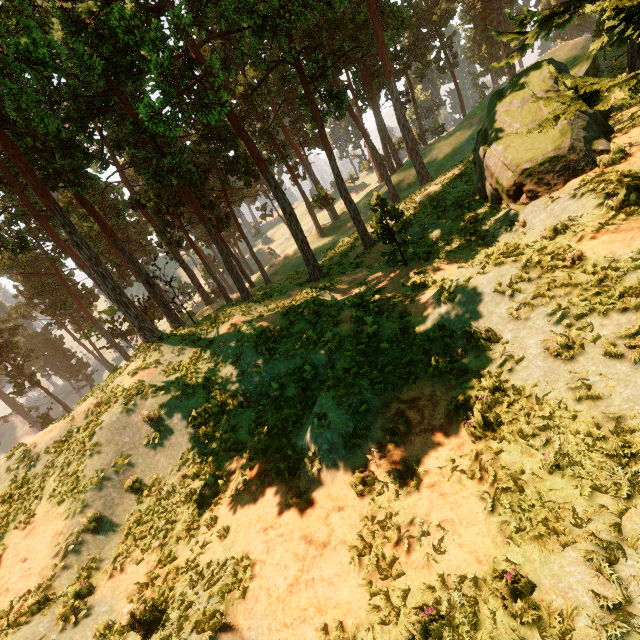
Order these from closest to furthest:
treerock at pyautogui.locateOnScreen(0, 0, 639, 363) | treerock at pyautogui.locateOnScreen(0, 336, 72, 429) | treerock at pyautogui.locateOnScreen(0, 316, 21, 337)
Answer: treerock at pyautogui.locateOnScreen(0, 0, 639, 363) → treerock at pyautogui.locateOnScreen(0, 336, 72, 429) → treerock at pyautogui.locateOnScreen(0, 316, 21, 337)

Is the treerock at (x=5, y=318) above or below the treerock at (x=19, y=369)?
above

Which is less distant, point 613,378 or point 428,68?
point 613,378

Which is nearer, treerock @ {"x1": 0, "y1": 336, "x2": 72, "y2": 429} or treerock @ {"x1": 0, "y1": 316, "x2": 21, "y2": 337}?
treerock @ {"x1": 0, "y1": 336, "x2": 72, "y2": 429}

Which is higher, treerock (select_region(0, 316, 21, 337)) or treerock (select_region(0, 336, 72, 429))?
treerock (select_region(0, 316, 21, 337))

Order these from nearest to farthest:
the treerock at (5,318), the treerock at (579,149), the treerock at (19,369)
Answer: the treerock at (579,149), the treerock at (19,369), the treerock at (5,318)
